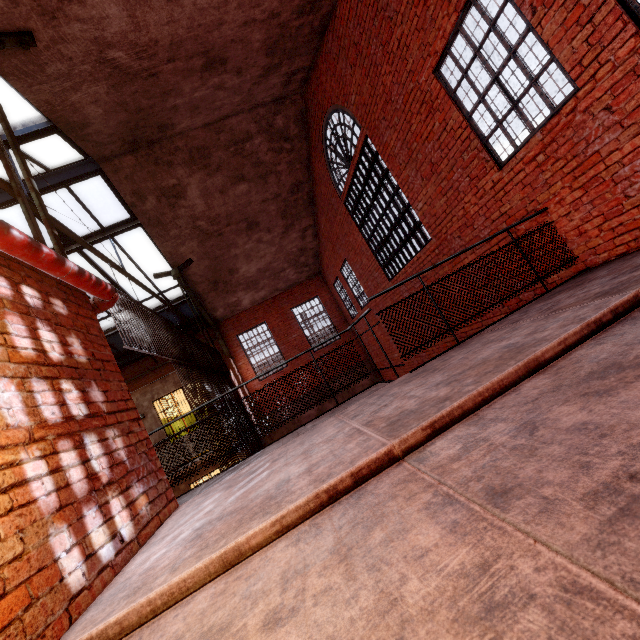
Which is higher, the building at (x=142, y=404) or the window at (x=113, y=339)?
the window at (x=113, y=339)

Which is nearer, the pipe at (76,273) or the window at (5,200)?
the pipe at (76,273)

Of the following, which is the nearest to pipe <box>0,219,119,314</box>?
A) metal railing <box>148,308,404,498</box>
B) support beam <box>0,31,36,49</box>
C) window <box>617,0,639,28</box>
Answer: support beam <box>0,31,36,49</box>

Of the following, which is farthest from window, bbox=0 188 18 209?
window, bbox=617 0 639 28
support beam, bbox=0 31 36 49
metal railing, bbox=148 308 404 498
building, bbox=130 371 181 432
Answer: window, bbox=617 0 639 28

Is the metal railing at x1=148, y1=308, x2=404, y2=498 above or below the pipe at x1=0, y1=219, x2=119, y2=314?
below

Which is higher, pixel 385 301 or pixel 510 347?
pixel 385 301

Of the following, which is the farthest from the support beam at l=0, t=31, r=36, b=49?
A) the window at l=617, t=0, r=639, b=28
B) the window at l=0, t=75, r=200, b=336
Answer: the window at l=617, t=0, r=639, b=28

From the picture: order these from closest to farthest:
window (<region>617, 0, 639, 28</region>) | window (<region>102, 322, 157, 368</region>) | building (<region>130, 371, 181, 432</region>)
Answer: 1. window (<region>617, 0, 639, 28</region>)
2. building (<region>130, 371, 181, 432</region>)
3. window (<region>102, 322, 157, 368</region>)
